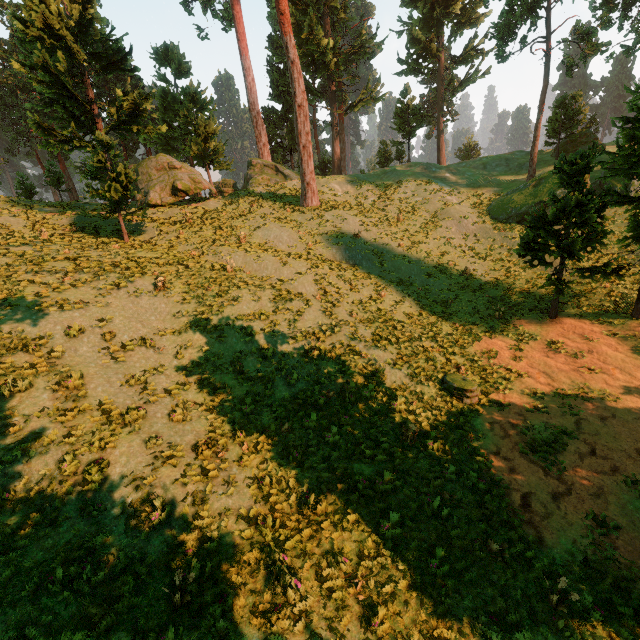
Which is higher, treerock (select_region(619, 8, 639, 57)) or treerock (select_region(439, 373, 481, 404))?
treerock (select_region(619, 8, 639, 57))

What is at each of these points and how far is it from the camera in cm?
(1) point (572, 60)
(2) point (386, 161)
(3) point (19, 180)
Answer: (1) treerock, 2589
(2) treerock, 4806
(3) treerock, 3080

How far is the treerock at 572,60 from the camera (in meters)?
25.97

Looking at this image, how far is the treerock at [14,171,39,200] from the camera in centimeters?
3061cm

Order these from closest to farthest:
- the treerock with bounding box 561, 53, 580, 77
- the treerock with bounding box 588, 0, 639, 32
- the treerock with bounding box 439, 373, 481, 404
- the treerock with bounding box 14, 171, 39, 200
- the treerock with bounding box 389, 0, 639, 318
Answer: the treerock with bounding box 439, 373, 481, 404 < the treerock with bounding box 389, 0, 639, 318 < the treerock with bounding box 588, 0, 639, 32 < the treerock with bounding box 561, 53, 580, 77 < the treerock with bounding box 14, 171, 39, 200

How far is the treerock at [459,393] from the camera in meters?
13.3 m

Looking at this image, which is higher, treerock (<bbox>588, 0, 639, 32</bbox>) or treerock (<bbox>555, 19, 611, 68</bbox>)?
treerock (<bbox>588, 0, 639, 32</bbox>)

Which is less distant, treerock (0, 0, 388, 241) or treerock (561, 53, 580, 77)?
A: treerock (0, 0, 388, 241)
